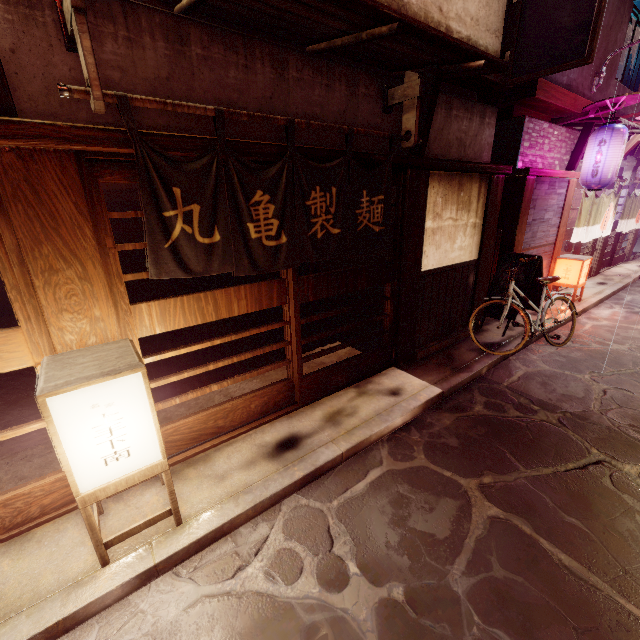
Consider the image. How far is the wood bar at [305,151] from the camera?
5.6m

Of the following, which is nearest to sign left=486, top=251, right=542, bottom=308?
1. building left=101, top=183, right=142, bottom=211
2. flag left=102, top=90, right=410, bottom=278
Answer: building left=101, top=183, right=142, bottom=211

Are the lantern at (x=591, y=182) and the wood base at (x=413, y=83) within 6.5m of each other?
no

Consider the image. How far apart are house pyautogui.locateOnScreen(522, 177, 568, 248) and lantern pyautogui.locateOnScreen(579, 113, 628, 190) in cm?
73

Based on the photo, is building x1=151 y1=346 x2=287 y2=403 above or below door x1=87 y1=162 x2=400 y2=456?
below

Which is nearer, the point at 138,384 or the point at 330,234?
the point at 138,384

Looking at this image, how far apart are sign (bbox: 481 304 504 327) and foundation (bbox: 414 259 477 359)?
0.79m

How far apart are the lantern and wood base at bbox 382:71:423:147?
9.00m
